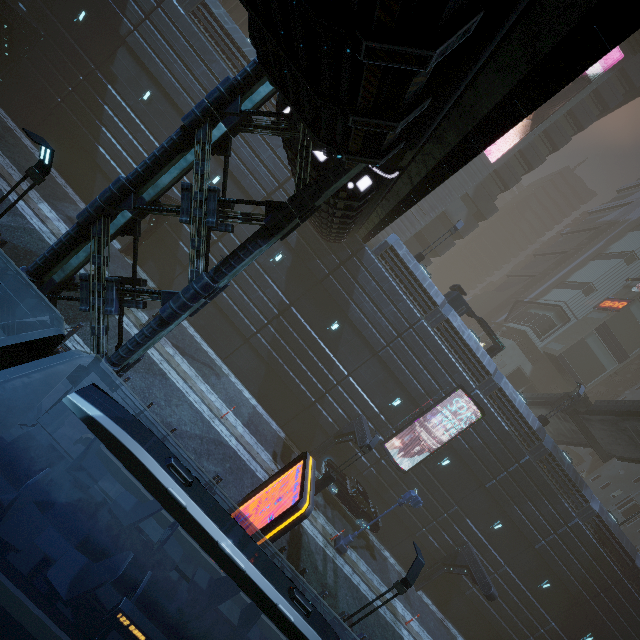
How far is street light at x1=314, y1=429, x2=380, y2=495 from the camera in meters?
16.9 m

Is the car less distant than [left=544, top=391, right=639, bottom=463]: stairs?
Yes

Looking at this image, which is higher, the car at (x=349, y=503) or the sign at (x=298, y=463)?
the sign at (x=298, y=463)

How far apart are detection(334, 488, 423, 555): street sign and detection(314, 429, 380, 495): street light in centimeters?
280cm

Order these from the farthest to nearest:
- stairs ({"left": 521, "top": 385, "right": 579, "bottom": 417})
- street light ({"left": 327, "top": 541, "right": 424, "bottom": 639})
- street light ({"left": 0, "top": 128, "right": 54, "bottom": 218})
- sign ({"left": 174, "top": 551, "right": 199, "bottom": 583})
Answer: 1. stairs ({"left": 521, "top": 385, "right": 579, "bottom": 417})
2. street light ({"left": 327, "top": 541, "right": 424, "bottom": 639})
3. sign ({"left": 174, "top": 551, "right": 199, "bottom": 583})
4. street light ({"left": 0, "top": 128, "right": 54, "bottom": 218})

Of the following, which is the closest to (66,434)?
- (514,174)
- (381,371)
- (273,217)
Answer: (273,217)

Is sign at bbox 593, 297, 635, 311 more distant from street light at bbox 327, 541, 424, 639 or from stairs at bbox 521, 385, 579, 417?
street light at bbox 327, 541, 424, 639

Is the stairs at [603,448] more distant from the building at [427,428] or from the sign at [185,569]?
the sign at [185,569]
